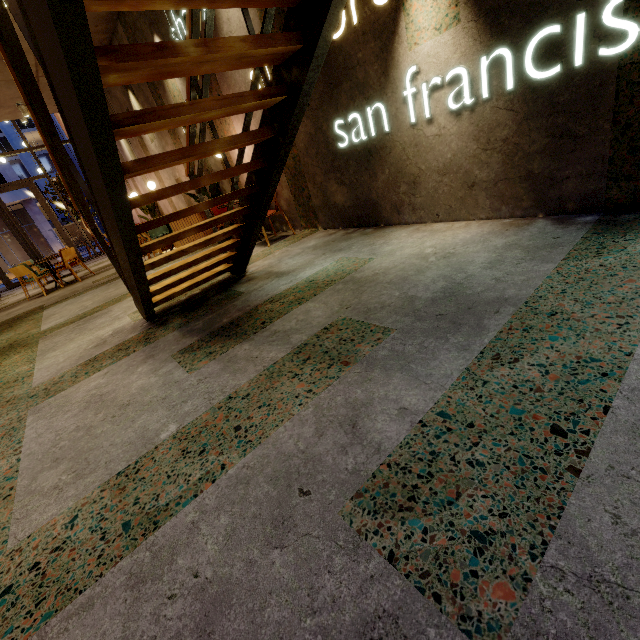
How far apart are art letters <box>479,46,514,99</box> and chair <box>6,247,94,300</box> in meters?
9.0

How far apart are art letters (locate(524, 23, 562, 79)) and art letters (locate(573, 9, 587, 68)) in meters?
0.1

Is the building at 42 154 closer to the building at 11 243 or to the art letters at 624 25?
the building at 11 243

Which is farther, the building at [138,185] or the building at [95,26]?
the building at [138,185]

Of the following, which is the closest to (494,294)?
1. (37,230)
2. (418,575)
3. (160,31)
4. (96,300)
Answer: (418,575)

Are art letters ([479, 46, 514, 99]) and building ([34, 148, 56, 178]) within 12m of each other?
no

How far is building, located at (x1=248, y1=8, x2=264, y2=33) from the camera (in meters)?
3.92

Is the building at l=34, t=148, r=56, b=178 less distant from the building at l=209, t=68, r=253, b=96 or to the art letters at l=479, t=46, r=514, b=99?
the building at l=209, t=68, r=253, b=96
